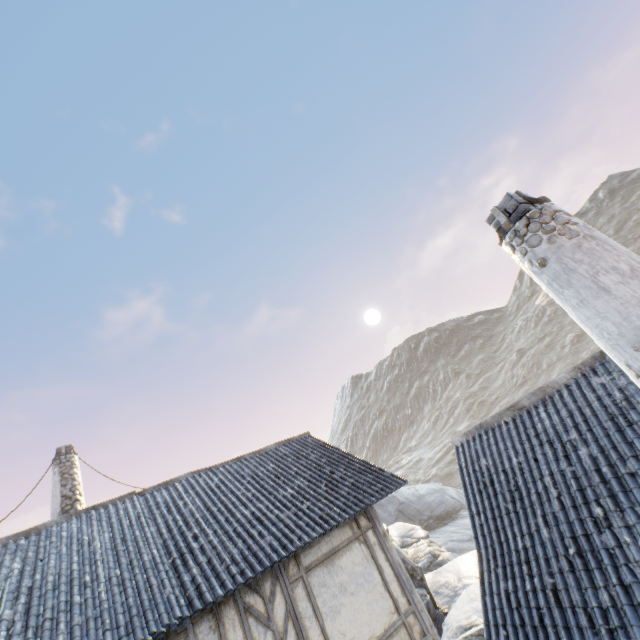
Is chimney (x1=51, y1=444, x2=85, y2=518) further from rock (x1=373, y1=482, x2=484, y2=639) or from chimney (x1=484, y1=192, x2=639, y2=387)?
chimney (x1=484, y1=192, x2=639, y2=387)

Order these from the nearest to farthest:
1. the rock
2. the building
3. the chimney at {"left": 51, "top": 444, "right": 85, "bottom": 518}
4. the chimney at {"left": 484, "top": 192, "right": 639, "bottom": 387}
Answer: the chimney at {"left": 484, "top": 192, "right": 639, "bottom": 387} → the building → the rock → the chimney at {"left": 51, "top": 444, "right": 85, "bottom": 518}

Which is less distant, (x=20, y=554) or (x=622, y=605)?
(x=622, y=605)

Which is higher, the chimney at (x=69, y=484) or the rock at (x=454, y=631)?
the chimney at (x=69, y=484)

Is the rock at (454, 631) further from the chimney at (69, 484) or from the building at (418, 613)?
the building at (418, 613)

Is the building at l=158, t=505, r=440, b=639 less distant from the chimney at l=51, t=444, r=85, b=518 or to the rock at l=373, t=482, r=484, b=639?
the chimney at l=51, t=444, r=85, b=518

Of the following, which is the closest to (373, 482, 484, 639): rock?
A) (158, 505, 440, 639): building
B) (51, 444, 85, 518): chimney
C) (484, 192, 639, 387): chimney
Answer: (51, 444, 85, 518): chimney
